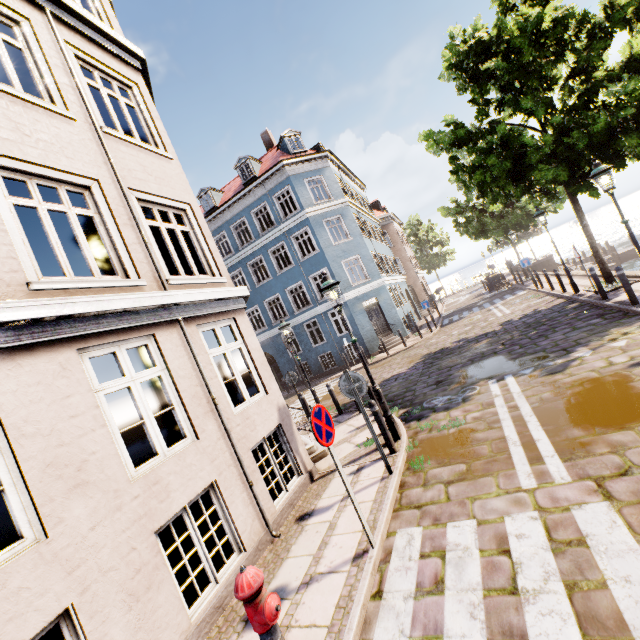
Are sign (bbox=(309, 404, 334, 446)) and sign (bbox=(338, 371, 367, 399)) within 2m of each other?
yes

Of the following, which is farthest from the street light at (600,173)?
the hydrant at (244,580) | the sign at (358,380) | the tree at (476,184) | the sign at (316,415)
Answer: the hydrant at (244,580)

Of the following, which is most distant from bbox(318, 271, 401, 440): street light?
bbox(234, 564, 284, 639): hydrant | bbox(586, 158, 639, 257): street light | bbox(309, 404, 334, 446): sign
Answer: bbox(586, 158, 639, 257): street light

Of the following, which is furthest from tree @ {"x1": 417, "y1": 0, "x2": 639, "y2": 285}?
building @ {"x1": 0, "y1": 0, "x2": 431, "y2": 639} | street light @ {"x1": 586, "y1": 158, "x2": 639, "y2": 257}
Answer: building @ {"x1": 0, "y1": 0, "x2": 431, "y2": 639}

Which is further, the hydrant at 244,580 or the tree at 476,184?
the tree at 476,184

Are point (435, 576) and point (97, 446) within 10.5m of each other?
yes

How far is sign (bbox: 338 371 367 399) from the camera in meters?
5.7 m

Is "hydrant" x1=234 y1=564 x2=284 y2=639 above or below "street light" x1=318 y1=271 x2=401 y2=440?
below
